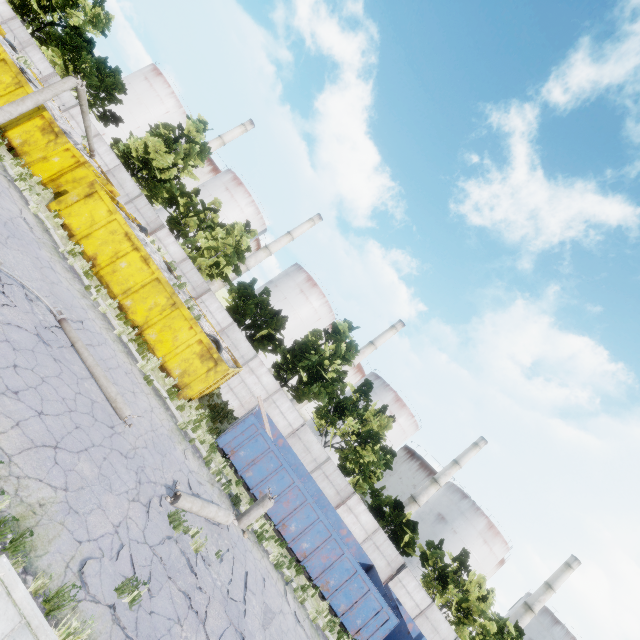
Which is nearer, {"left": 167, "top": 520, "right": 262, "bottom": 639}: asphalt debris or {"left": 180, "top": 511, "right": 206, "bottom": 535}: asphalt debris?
{"left": 167, "top": 520, "right": 262, "bottom": 639}: asphalt debris

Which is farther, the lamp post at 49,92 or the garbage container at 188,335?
the garbage container at 188,335

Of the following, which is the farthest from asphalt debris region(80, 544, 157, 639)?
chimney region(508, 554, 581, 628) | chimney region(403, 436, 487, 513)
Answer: chimney region(508, 554, 581, 628)

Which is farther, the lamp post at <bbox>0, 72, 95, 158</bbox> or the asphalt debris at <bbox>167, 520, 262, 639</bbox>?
the lamp post at <bbox>0, 72, 95, 158</bbox>

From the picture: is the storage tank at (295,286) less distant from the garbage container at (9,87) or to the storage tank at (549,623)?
the garbage container at (9,87)

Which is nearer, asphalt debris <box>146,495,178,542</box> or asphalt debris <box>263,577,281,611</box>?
asphalt debris <box>146,495,178,542</box>

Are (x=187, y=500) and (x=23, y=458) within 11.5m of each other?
yes

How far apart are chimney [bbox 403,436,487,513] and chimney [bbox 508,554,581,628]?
21.63m
